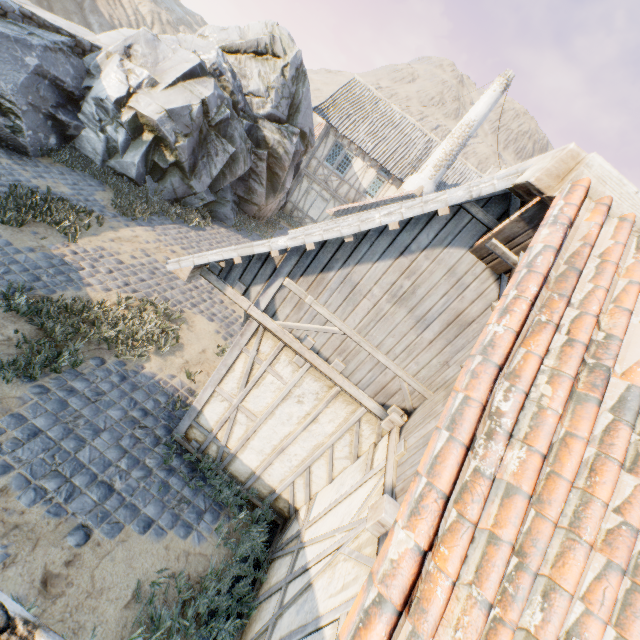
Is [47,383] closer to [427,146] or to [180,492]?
[180,492]

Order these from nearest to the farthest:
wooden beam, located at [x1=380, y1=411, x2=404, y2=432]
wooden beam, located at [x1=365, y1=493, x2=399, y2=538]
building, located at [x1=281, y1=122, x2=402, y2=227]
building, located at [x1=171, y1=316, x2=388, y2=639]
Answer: wooden beam, located at [x1=365, y1=493, x2=399, y2=538] < building, located at [x1=171, y1=316, x2=388, y2=639] < wooden beam, located at [x1=380, y1=411, x2=404, y2=432] < building, located at [x1=281, y1=122, x2=402, y2=227]

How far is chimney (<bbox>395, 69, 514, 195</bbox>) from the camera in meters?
15.2

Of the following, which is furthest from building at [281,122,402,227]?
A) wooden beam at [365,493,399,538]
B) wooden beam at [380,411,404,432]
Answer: wooden beam at [365,493,399,538]

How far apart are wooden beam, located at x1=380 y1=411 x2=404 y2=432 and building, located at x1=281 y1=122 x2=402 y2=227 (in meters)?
17.07

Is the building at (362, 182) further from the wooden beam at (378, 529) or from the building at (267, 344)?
the wooden beam at (378, 529)

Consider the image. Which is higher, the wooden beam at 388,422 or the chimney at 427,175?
the chimney at 427,175

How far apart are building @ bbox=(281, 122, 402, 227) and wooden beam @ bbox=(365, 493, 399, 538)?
18.3m
